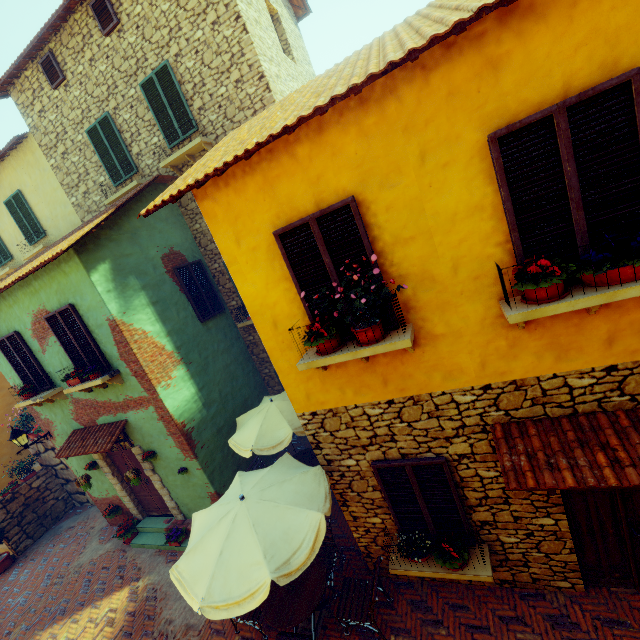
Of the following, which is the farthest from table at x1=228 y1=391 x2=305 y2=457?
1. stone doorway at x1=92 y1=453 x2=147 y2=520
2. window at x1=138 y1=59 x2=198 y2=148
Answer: window at x1=138 y1=59 x2=198 y2=148

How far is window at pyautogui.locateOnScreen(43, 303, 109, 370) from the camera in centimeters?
720cm

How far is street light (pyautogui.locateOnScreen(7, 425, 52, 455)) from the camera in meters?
8.9

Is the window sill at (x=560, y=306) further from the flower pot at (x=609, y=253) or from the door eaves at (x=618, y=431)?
the door eaves at (x=618, y=431)

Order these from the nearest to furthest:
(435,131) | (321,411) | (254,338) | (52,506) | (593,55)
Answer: (593,55) < (435,131) < (321,411) < (254,338) < (52,506)

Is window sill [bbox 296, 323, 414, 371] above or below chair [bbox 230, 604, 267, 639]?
above

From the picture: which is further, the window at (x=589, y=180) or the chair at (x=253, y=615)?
the chair at (x=253, y=615)

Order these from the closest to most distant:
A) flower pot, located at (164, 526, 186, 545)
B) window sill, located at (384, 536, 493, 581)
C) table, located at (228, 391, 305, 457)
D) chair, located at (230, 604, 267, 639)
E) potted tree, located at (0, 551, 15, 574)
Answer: window sill, located at (384, 536, 493, 581) < chair, located at (230, 604, 267, 639) < table, located at (228, 391, 305, 457) < flower pot, located at (164, 526, 186, 545) < potted tree, located at (0, 551, 15, 574)
